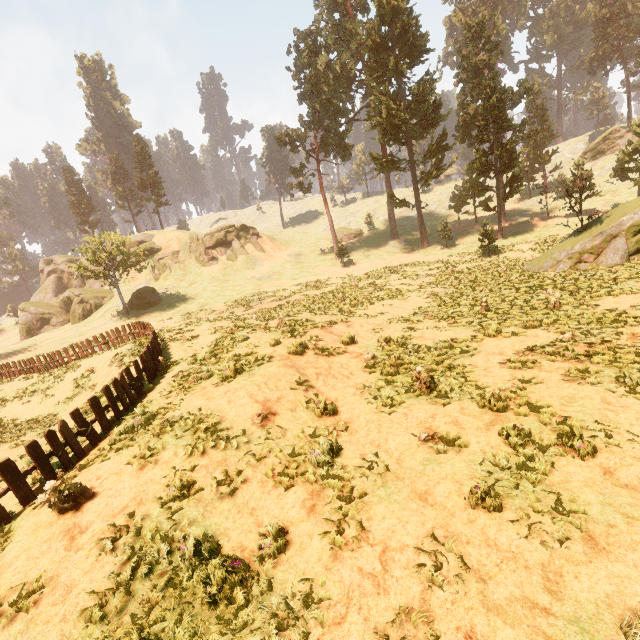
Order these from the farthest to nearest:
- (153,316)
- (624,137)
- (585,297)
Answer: (624,137) < (153,316) < (585,297)

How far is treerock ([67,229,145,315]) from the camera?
36.1m

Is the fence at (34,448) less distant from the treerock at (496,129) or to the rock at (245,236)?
the treerock at (496,129)

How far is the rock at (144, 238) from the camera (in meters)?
53.53

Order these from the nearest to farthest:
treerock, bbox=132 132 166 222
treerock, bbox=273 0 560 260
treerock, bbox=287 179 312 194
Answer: treerock, bbox=273 0 560 260
treerock, bbox=287 179 312 194
treerock, bbox=132 132 166 222

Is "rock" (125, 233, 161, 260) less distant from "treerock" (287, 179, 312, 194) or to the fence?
"treerock" (287, 179, 312, 194)

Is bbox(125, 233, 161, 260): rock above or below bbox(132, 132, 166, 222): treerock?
below
